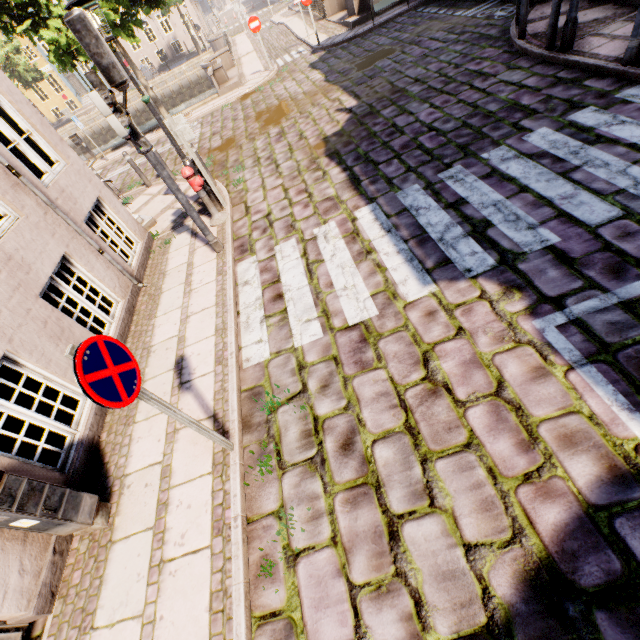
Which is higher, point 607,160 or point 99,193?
point 99,193

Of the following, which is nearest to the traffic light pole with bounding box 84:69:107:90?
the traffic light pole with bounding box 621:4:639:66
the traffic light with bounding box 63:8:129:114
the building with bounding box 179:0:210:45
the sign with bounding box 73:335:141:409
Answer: the traffic light with bounding box 63:8:129:114

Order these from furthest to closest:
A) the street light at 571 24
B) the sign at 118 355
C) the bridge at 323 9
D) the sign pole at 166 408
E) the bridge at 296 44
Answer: the bridge at 296 44
the bridge at 323 9
the street light at 571 24
the sign pole at 166 408
the sign at 118 355

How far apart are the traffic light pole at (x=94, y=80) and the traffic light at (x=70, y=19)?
0.0 meters

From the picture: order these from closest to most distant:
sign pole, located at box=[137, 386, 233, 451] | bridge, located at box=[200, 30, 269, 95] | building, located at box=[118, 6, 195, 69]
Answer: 1. sign pole, located at box=[137, 386, 233, 451]
2. bridge, located at box=[200, 30, 269, 95]
3. building, located at box=[118, 6, 195, 69]

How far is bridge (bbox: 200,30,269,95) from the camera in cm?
1542

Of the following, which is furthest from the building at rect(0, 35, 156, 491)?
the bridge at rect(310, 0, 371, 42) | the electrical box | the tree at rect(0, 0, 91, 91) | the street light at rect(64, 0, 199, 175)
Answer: the bridge at rect(310, 0, 371, 42)

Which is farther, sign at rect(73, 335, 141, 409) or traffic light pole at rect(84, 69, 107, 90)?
traffic light pole at rect(84, 69, 107, 90)
